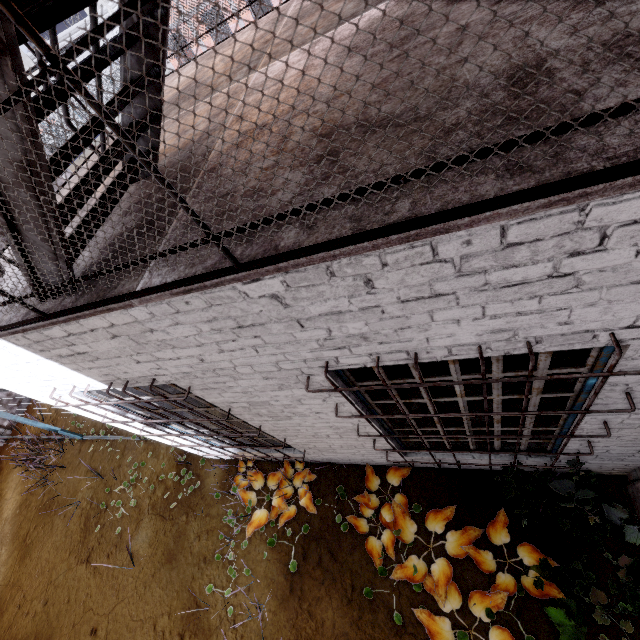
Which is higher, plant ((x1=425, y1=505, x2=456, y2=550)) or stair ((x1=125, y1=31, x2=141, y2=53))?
stair ((x1=125, y1=31, x2=141, y2=53))

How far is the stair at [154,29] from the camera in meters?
1.7 m

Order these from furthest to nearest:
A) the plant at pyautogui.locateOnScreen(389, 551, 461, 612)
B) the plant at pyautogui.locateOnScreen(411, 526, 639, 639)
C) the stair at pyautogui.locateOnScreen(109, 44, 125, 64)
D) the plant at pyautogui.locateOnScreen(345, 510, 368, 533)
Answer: the plant at pyautogui.locateOnScreen(345, 510, 368, 533) → the plant at pyautogui.locateOnScreen(389, 551, 461, 612) → the plant at pyautogui.locateOnScreen(411, 526, 639, 639) → the stair at pyautogui.locateOnScreen(109, 44, 125, 64)

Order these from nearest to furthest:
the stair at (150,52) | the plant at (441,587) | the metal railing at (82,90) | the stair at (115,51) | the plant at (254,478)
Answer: the metal railing at (82,90)
the stair at (115,51)
the stair at (150,52)
the plant at (441,587)
the plant at (254,478)

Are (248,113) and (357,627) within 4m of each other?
no

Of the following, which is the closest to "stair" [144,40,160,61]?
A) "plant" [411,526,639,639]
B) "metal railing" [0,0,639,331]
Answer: "metal railing" [0,0,639,331]

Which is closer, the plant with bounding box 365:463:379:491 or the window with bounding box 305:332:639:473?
the window with bounding box 305:332:639:473
